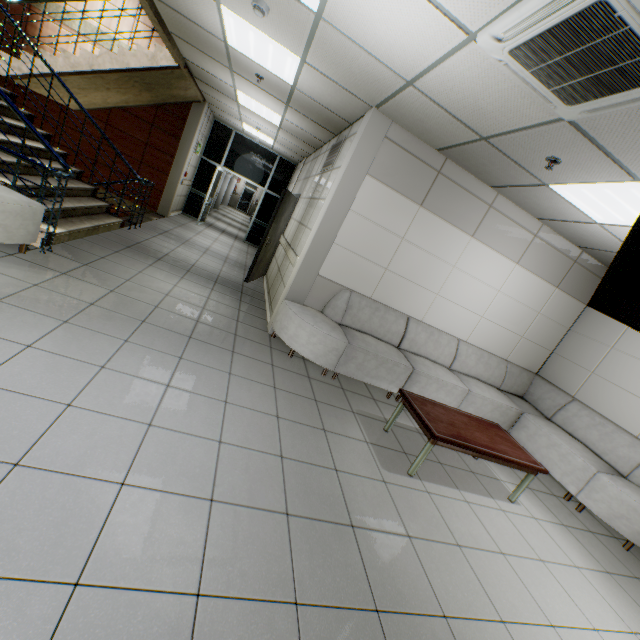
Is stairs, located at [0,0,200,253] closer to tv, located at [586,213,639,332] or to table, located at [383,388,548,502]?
table, located at [383,388,548,502]

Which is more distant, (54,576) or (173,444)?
(173,444)

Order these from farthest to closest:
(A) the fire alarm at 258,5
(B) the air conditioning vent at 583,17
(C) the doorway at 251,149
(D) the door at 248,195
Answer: (D) the door at 248,195 < (C) the doorway at 251,149 < (A) the fire alarm at 258,5 < (B) the air conditioning vent at 583,17

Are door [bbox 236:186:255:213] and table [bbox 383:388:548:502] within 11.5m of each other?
no

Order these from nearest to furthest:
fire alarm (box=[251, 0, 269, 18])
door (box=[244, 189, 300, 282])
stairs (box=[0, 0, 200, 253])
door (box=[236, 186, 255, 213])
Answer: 1. fire alarm (box=[251, 0, 269, 18])
2. stairs (box=[0, 0, 200, 253])
3. door (box=[244, 189, 300, 282])
4. door (box=[236, 186, 255, 213])

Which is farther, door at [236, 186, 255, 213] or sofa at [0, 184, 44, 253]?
door at [236, 186, 255, 213]

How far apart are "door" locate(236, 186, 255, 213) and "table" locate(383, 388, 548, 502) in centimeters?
2580cm

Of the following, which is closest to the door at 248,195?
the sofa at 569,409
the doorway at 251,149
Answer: the doorway at 251,149
